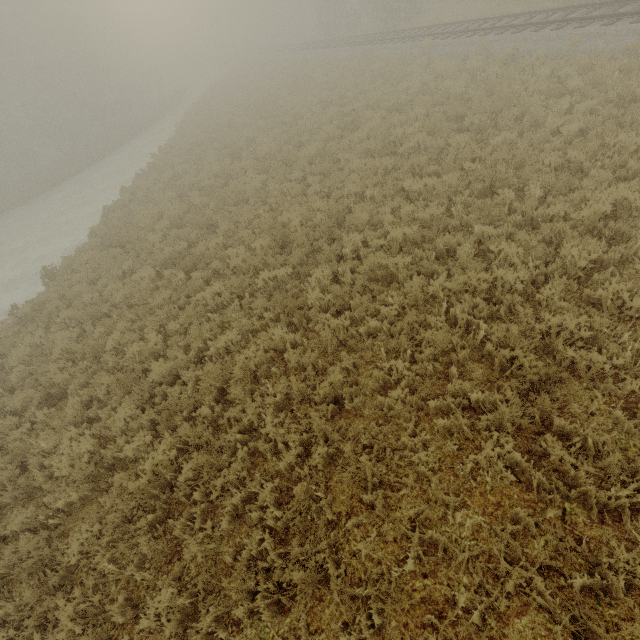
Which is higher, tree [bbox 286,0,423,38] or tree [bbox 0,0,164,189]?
tree [bbox 0,0,164,189]

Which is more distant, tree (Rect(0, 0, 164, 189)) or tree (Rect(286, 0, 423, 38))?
tree (Rect(0, 0, 164, 189))

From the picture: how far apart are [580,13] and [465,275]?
16.0m

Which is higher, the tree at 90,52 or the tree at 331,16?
the tree at 90,52

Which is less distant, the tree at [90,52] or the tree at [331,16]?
the tree at [331,16]
